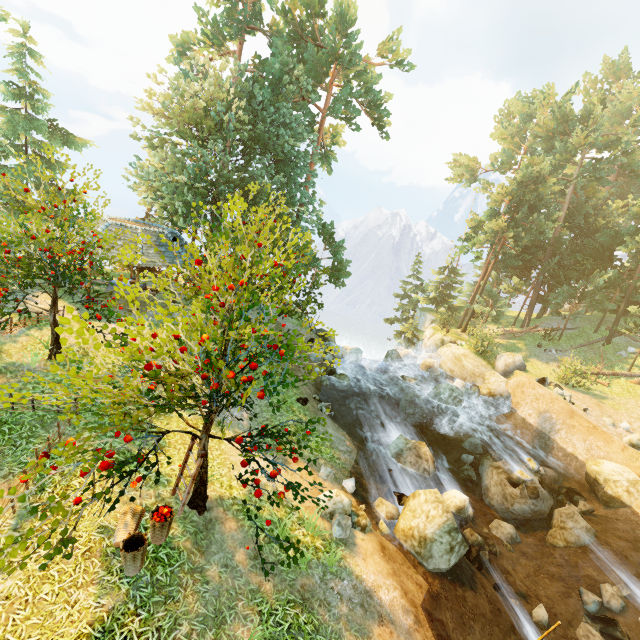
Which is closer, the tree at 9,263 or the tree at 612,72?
the tree at 9,263

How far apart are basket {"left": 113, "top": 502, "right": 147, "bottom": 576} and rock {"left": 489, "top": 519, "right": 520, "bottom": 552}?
13.1m

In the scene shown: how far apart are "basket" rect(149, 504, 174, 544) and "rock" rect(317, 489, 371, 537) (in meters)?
3.99

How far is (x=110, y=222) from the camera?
16.5m

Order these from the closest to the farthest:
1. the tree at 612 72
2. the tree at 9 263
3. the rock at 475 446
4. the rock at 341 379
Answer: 1. the tree at 9 263
2. the rock at 475 446
3. the rock at 341 379
4. the tree at 612 72

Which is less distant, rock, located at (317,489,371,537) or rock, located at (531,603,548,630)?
rock, located at (317,489,371,537)

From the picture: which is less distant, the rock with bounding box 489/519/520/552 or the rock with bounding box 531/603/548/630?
the rock with bounding box 531/603/548/630

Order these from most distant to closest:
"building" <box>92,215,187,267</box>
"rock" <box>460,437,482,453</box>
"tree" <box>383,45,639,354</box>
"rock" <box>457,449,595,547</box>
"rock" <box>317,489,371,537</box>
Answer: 1. "tree" <box>383,45,639,354</box>
2. "rock" <box>460,437,482,453</box>
3. "building" <box>92,215,187,267</box>
4. "rock" <box>457,449,595,547</box>
5. "rock" <box>317,489,371,537</box>
